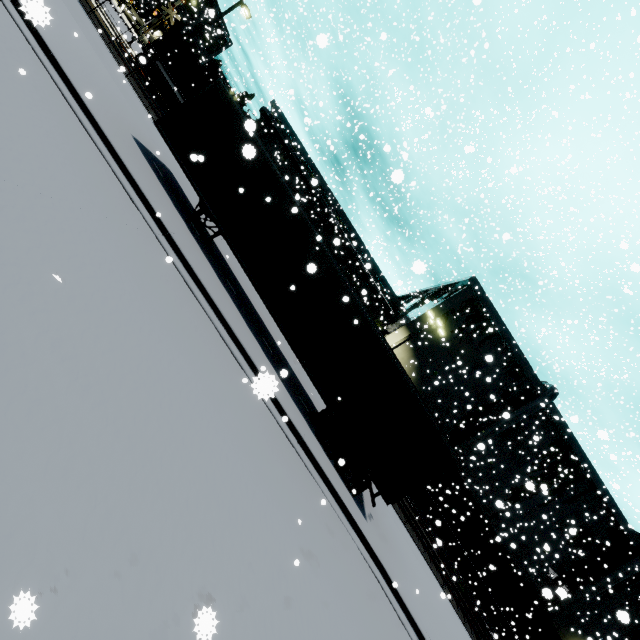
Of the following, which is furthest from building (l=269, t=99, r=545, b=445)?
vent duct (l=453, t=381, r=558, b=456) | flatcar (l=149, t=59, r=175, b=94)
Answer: flatcar (l=149, t=59, r=175, b=94)

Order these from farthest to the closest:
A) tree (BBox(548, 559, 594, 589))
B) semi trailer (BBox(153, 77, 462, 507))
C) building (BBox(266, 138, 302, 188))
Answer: building (BBox(266, 138, 302, 188)) < tree (BBox(548, 559, 594, 589)) < semi trailer (BBox(153, 77, 462, 507))

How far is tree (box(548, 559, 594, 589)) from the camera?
30.5 meters

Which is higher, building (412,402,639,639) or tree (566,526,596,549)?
tree (566,526,596,549)

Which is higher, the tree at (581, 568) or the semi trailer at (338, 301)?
the tree at (581, 568)

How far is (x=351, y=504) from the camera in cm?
1006

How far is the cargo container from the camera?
22.9 meters

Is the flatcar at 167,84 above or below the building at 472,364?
below
